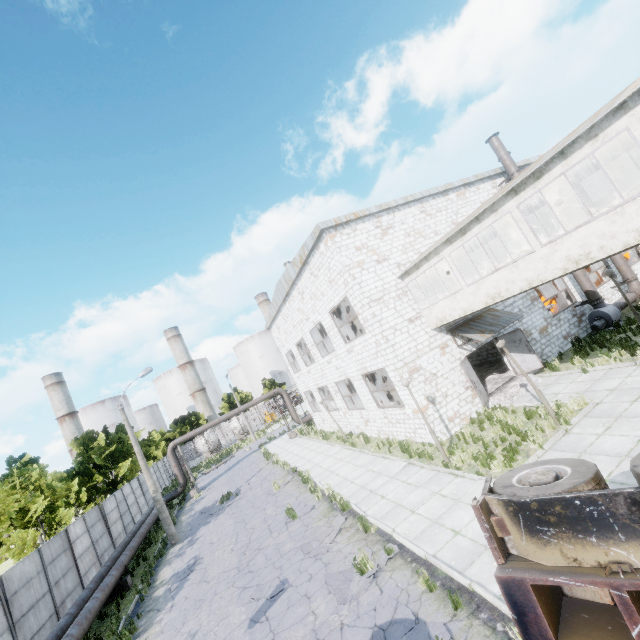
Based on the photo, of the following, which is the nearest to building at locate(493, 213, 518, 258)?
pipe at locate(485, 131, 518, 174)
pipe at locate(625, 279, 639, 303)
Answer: pipe at locate(485, 131, 518, 174)

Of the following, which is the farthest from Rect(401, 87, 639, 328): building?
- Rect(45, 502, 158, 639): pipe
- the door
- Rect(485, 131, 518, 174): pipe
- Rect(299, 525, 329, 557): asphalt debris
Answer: Rect(45, 502, 158, 639): pipe

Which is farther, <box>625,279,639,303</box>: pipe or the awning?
<box>625,279,639,303</box>: pipe

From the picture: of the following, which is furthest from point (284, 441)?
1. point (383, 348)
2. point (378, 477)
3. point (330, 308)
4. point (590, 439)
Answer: point (590, 439)

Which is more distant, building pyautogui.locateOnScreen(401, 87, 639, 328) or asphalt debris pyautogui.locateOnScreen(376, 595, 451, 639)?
building pyautogui.locateOnScreen(401, 87, 639, 328)

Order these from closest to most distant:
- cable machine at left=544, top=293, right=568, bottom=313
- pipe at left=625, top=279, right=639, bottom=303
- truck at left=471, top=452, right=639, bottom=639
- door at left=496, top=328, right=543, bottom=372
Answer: truck at left=471, top=452, right=639, bottom=639 < door at left=496, top=328, right=543, bottom=372 < pipe at left=625, top=279, right=639, bottom=303 < cable machine at left=544, top=293, right=568, bottom=313

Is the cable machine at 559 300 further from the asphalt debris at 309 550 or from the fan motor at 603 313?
the asphalt debris at 309 550

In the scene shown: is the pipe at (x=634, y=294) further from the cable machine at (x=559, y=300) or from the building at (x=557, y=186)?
the building at (x=557, y=186)
